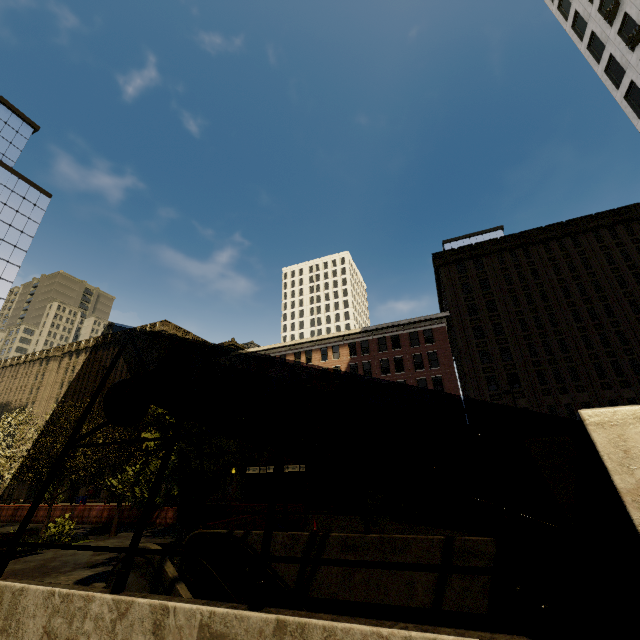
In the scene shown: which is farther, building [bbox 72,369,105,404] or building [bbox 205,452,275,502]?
building [bbox 72,369,105,404]

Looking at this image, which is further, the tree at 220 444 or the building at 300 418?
the building at 300 418

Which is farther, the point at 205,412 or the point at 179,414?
the point at 205,412

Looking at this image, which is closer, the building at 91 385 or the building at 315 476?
the building at 315 476

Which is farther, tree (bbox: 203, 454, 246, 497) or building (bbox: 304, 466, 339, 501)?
building (bbox: 304, 466, 339, 501)

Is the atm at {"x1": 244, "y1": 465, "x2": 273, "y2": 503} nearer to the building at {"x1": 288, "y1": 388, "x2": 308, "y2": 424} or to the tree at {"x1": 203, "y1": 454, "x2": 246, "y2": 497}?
the tree at {"x1": 203, "y1": 454, "x2": 246, "y2": 497}

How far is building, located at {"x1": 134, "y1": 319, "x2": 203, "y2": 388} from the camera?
52.2m
